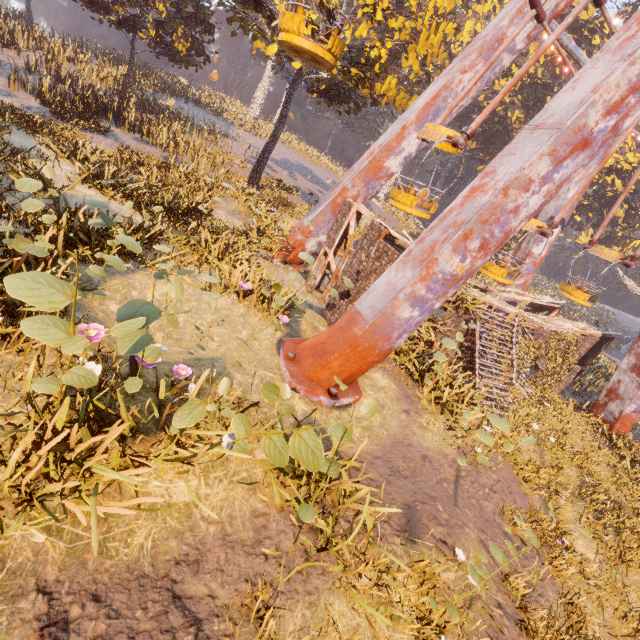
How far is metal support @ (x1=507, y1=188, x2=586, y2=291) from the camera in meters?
16.7 m

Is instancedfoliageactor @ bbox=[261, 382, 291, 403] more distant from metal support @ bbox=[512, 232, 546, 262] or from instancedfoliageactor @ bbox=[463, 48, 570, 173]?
metal support @ bbox=[512, 232, 546, 262]

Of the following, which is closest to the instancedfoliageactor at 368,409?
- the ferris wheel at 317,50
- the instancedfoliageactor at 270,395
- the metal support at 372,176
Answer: the instancedfoliageactor at 270,395

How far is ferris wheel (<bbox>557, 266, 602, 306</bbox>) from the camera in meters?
15.2

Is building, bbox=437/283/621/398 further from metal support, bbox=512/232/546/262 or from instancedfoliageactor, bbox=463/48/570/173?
metal support, bbox=512/232/546/262

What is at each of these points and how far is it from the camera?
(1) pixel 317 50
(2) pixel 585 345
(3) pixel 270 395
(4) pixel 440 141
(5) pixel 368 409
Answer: (1) ferris wheel, 7.88m
(2) building, 15.04m
(3) instancedfoliageactor, 3.86m
(4) ferris wheel, 9.82m
(5) instancedfoliageactor, 3.53m

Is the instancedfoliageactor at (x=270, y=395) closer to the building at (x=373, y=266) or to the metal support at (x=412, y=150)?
the metal support at (x=412, y=150)

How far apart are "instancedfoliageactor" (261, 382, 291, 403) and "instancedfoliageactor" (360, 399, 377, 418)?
0.6 meters
